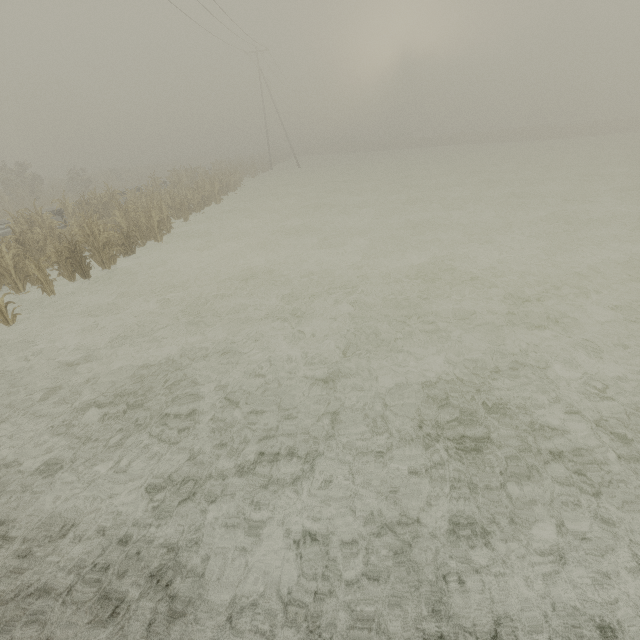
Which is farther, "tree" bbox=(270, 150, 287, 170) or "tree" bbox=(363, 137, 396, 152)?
"tree" bbox=(363, 137, 396, 152)

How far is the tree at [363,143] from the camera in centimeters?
5664cm

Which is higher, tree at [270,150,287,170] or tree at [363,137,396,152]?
tree at [363,137,396,152]

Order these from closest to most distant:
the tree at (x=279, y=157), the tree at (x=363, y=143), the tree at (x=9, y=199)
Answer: the tree at (x=9, y=199) < the tree at (x=279, y=157) < the tree at (x=363, y=143)

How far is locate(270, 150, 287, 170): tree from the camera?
47.0 meters

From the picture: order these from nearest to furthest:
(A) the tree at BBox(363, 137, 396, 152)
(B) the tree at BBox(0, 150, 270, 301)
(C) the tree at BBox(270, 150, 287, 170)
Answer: (B) the tree at BBox(0, 150, 270, 301)
(C) the tree at BBox(270, 150, 287, 170)
(A) the tree at BBox(363, 137, 396, 152)

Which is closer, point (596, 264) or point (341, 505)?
point (341, 505)
